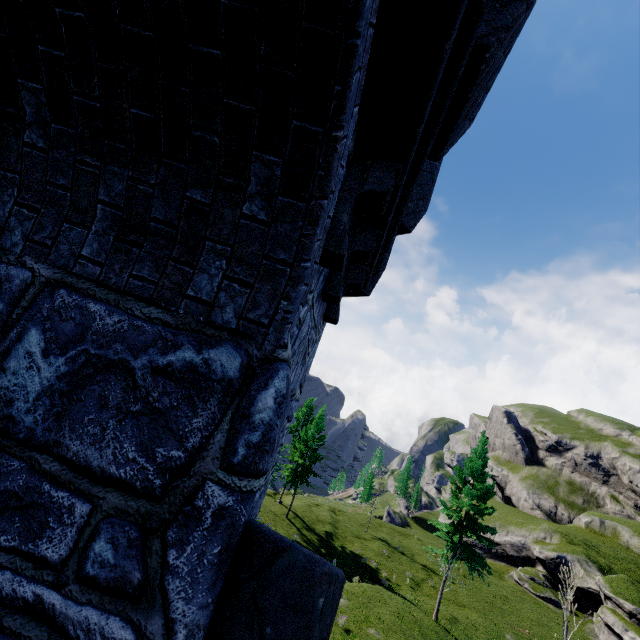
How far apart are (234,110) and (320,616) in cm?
246
